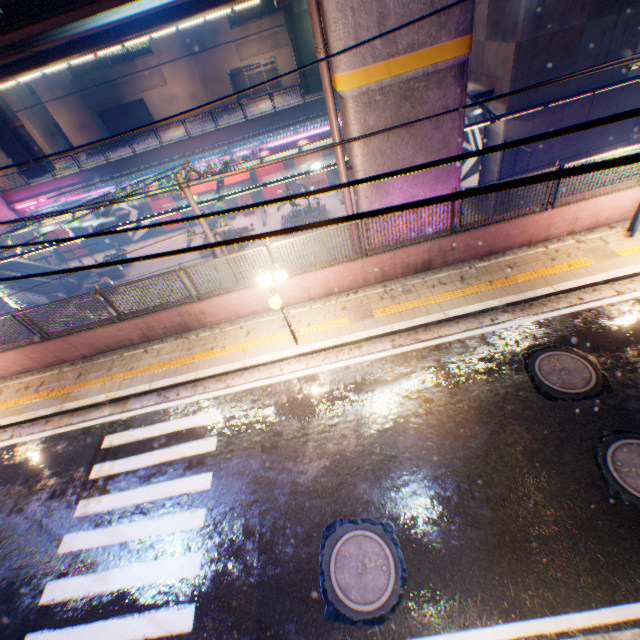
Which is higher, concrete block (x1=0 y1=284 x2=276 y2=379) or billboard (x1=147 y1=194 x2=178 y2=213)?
concrete block (x1=0 y1=284 x2=276 y2=379)

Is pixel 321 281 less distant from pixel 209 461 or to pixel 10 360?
pixel 209 461

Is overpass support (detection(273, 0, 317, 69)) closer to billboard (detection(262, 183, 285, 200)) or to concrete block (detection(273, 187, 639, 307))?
concrete block (detection(273, 187, 639, 307))

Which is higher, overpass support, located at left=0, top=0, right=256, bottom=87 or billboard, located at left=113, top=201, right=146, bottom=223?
overpass support, located at left=0, top=0, right=256, bottom=87

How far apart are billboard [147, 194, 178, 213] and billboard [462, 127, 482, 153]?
24.0 meters

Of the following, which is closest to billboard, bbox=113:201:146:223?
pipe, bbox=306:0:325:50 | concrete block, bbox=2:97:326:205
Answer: concrete block, bbox=2:97:326:205

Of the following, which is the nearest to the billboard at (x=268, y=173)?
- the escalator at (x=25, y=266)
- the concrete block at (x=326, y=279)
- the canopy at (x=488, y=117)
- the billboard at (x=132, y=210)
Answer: the canopy at (x=488, y=117)

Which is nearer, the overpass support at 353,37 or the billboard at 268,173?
the overpass support at 353,37
